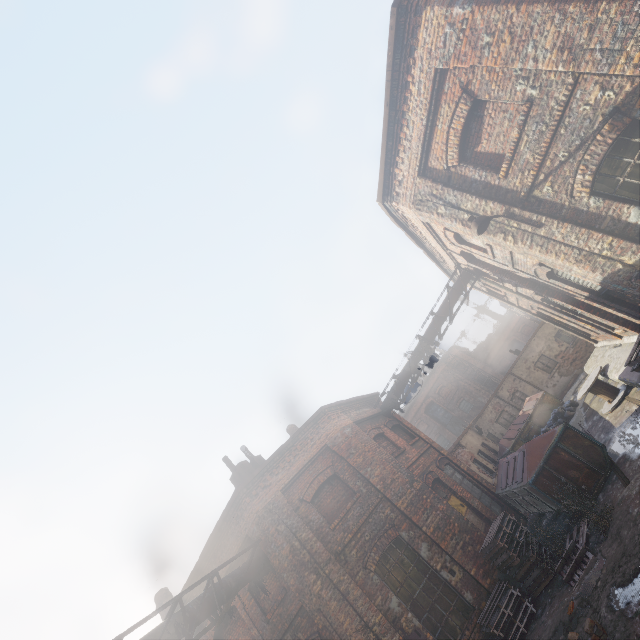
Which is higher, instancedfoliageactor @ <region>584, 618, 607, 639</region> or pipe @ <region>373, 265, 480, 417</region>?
pipe @ <region>373, 265, 480, 417</region>

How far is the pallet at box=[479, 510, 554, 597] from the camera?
8.2 meters

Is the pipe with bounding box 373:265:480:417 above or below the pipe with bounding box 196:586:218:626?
above

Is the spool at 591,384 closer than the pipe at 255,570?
No

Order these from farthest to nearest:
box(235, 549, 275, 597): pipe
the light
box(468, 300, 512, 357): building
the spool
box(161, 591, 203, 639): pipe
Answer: box(468, 300, 512, 357): building → the spool → box(235, 549, 275, 597): pipe → box(161, 591, 203, 639): pipe → the light

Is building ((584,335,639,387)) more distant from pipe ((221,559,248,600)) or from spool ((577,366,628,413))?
pipe ((221,559,248,600))

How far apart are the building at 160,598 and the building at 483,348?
51.2m

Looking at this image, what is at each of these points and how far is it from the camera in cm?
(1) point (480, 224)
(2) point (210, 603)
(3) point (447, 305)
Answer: (1) light, 700
(2) pipe, 842
(3) pipe, 1462
